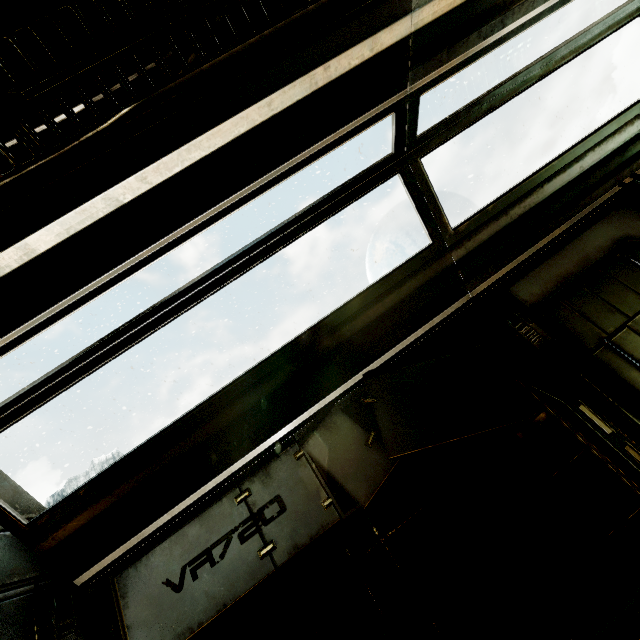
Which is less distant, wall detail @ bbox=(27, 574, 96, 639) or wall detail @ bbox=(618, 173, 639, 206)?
wall detail @ bbox=(27, 574, 96, 639)

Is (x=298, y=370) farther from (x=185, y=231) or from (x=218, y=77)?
(x=218, y=77)

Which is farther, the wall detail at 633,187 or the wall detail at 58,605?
the wall detail at 633,187
